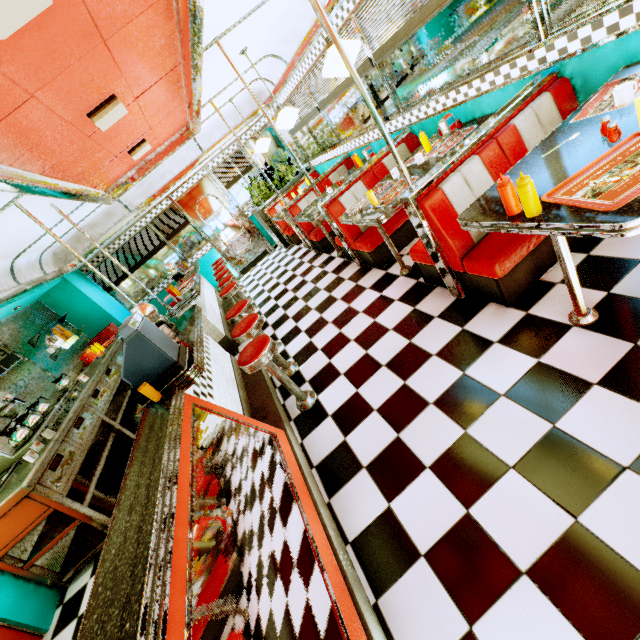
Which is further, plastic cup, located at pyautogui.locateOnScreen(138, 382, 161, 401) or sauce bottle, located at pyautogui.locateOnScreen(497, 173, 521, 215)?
plastic cup, located at pyautogui.locateOnScreen(138, 382, 161, 401)

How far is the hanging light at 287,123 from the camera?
4.4 meters

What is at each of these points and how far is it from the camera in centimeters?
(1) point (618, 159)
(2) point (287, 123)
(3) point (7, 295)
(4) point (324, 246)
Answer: (1) placemat, 157cm
(2) hanging light, 466cm
(3) trim, 461cm
(4) seat, 605cm

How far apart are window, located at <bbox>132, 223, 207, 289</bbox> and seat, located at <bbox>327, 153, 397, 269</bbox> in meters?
5.3 m

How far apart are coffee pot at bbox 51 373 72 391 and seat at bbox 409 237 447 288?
5.6 meters

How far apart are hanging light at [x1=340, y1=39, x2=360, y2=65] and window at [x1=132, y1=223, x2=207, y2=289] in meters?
6.2

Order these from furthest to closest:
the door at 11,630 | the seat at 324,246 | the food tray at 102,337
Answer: the food tray at 102,337 < the seat at 324,246 < the door at 11,630

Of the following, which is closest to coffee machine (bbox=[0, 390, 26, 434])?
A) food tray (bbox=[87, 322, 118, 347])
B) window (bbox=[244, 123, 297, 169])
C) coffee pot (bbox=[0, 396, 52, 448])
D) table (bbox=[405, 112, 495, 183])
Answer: coffee pot (bbox=[0, 396, 52, 448])
